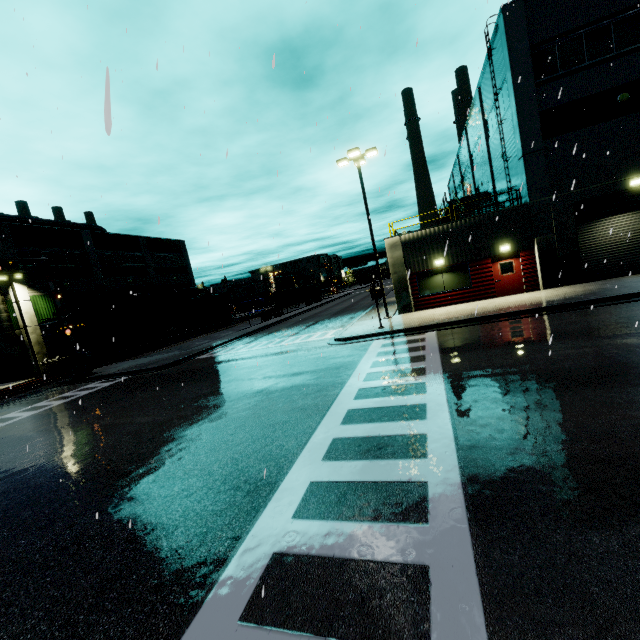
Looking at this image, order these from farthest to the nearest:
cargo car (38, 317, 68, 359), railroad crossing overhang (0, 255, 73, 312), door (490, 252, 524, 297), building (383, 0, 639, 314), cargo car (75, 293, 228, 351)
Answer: cargo car (75, 293, 228, 351)
cargo car (38, 317, 68, 359)
railroad crossing overhang (0, 255, 73, 312)
door (490, 252, 524, 297)
building (383, 0, 639, 314)

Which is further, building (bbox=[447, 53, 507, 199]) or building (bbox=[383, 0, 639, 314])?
building (bbox=[447, 53, 507, 199])

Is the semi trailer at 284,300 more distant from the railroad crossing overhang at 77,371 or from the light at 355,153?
the light at 355,153

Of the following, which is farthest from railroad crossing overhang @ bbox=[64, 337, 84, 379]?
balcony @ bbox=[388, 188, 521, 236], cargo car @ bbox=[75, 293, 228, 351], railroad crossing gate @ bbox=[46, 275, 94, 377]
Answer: balcony @ bbox=[388, 188, 521, 236]

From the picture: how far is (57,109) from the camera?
8.75m

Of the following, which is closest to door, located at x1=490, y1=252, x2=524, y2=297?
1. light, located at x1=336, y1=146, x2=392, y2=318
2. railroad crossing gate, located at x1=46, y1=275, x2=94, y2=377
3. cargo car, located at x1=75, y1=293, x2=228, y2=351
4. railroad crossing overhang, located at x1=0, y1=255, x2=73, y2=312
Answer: light, located at x1=336, y1=146, x2=392, y2=318

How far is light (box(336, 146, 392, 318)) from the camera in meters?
18.5

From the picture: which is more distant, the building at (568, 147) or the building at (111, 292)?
the building at (111, 292)
